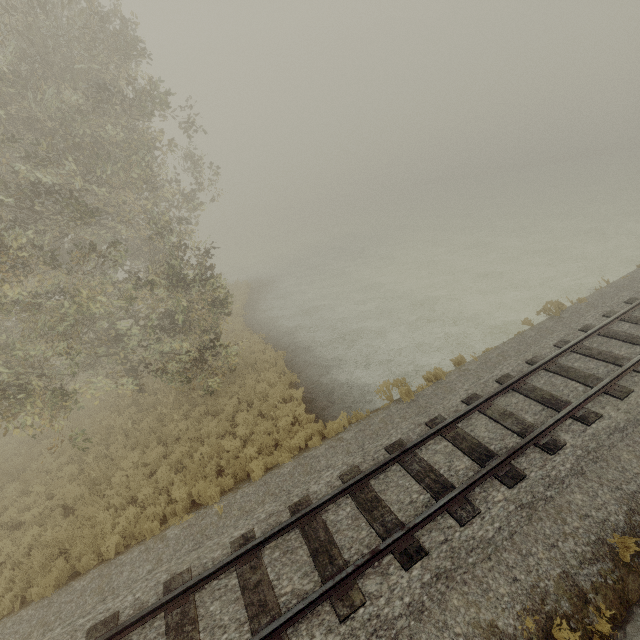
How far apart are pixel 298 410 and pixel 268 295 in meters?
16.1 m
